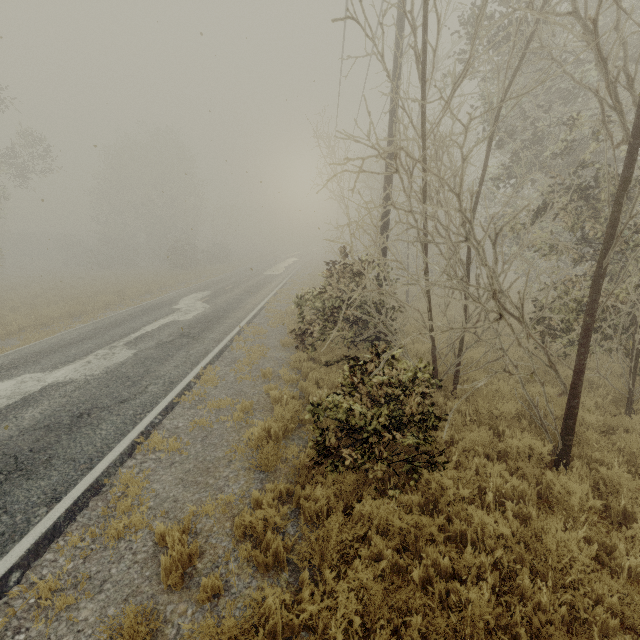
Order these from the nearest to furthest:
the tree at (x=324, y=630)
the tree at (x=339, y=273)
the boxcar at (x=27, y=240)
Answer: the tree at (x=324, y=630), the tree at (x=339, y=273), the boxcar at (x=27, y=240)

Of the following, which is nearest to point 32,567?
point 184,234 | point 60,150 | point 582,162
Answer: point 582,162

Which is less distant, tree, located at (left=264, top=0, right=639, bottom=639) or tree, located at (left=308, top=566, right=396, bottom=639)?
tree, located at (left=308, top=566, right=396, bottom=639)

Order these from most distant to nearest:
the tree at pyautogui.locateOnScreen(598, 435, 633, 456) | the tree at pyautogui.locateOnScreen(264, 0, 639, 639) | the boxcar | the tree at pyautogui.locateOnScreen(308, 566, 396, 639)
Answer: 1. the boxcar
2. the tree at pyautogui.locateOnScreen(598, 435, 633, 456)
3. the tree at pyautogui.locateOnScreen(264, 0, 639, 639)
4. the tree at pyautogui.locateOnScreen(308, 566, 396, 639)

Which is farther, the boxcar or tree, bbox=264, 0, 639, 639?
the boxcar

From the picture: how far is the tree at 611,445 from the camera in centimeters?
520cm

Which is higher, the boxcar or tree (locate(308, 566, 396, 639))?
the boxcar
